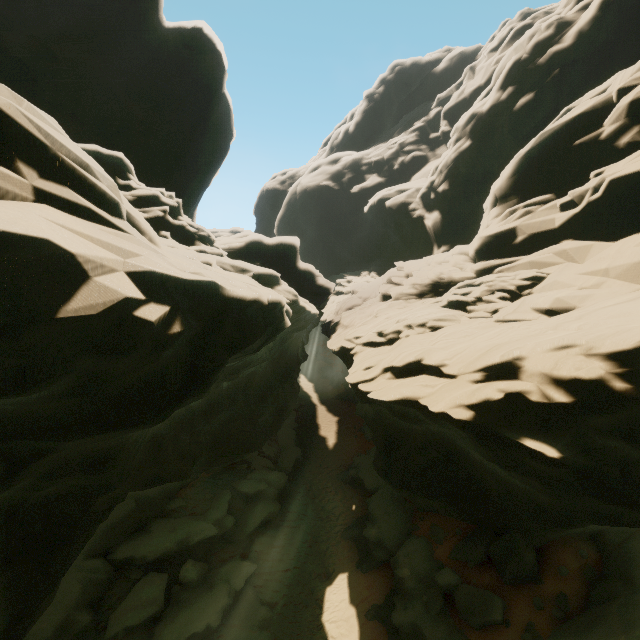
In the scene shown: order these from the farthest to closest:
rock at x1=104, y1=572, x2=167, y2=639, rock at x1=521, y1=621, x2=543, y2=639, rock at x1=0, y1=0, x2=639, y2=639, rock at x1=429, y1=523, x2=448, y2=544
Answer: rock at x1=429, y1=523, x2=448, y2=544, rock at x1=104, y1=572, x2=167, y2=639, rock at x1=521, y1=621, x2=543, y2=639, rock at x1=0, y1=0, x2=639, y2=639

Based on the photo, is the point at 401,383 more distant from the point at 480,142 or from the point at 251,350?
the point at 480,142

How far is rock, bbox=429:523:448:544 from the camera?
14.9m

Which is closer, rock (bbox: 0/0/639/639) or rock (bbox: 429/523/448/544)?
rock (bbox: 0/0/639/639)

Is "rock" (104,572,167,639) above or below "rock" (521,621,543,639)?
below

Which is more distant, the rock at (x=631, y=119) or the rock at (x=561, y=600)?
the rock at (x=561, y=600)
